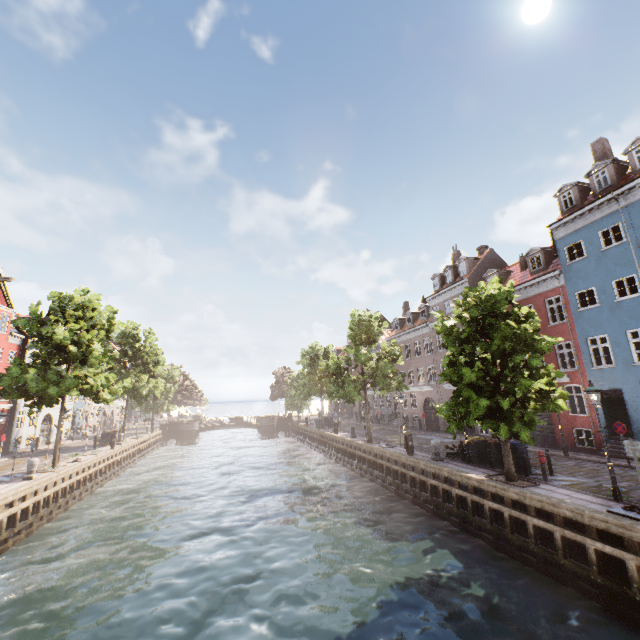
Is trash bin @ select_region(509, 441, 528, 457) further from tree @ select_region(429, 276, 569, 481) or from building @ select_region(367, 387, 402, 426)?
building @ select_region(367, 387, 402, 426)

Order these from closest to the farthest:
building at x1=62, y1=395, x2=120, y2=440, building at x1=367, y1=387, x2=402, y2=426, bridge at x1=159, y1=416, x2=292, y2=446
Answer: building at x1=367, y1=387, x2=402, y2=426, building at x1=62, y1=395, x2=120, y2=440, bridge at x1=159, y1=416, x2=292, y2=446

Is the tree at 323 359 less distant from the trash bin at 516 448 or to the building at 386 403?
the trash bin at 516 448

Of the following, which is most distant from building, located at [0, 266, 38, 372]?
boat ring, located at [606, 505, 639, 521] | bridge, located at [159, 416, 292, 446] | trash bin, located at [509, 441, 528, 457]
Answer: bridge, located at [159, 416, 292, 446]

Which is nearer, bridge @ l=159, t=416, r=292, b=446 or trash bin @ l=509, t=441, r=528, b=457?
trash bin @ l=509, t=441, r=528, b=457

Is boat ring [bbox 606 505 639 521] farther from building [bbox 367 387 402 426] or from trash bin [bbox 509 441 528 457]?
building [bbox 367 387 402 426]

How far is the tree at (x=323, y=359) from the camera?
25.4 meters

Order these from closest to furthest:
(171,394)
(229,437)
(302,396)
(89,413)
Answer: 1. (302,396)
2. (89,413)
3. (171,394)
4. (229,437)
